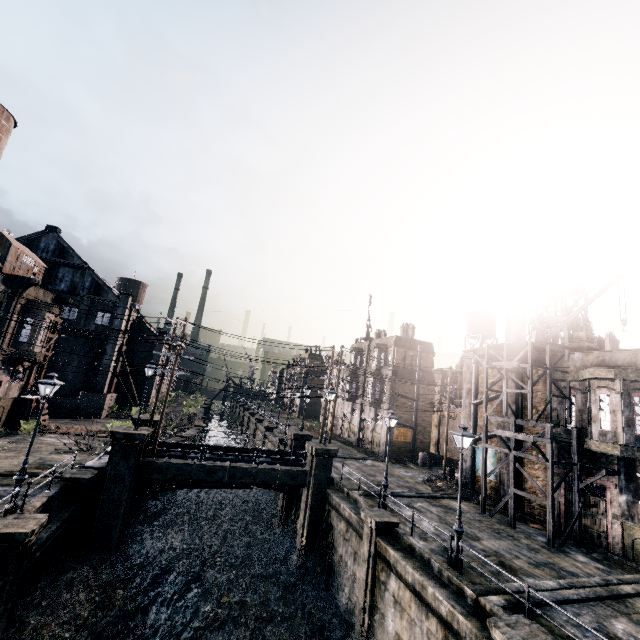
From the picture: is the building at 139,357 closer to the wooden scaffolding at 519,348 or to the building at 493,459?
the wooden scaffolding at 519,348

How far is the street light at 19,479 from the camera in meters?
13.4 m

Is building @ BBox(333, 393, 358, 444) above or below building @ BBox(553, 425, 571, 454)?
below

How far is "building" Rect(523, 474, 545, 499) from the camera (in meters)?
22.07

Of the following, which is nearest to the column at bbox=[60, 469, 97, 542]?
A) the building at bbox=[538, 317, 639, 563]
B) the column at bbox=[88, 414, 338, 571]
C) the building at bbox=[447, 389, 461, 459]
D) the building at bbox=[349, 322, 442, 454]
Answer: the column at bbox=[88, 414, 338, 571]

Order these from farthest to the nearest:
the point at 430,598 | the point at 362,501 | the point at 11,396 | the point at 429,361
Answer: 1. the point at 429,361
2. the point at 11,396
3. the point at 362,501
4. the point at 430,598

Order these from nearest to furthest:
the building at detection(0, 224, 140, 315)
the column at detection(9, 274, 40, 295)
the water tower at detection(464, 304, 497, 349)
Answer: the column at detection(9, 274, 40, 295) → the building at detection(0, 224, 140, 315) → the water tower at detection(464, 304, 497, 349)

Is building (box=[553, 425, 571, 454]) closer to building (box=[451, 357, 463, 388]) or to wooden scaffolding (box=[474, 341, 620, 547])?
wooden scaffolding (box=[474, 341, 620, 547])
